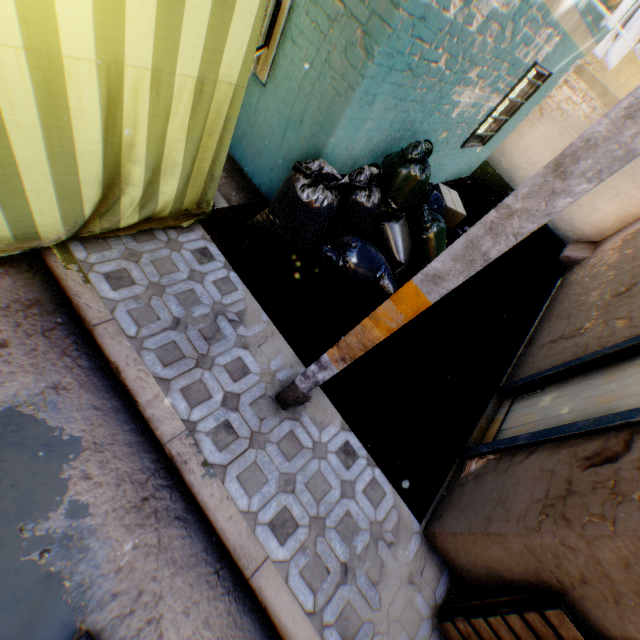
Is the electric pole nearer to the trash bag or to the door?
the trash bag

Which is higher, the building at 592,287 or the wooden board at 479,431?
the building at 592,287

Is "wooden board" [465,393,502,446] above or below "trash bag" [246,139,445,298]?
below

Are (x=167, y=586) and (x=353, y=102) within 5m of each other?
yes

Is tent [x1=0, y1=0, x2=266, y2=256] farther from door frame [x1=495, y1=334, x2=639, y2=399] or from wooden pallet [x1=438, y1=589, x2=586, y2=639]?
wooden pallet [x1=438, y1=589, x2=586, y2=639]

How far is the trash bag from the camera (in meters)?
3.50

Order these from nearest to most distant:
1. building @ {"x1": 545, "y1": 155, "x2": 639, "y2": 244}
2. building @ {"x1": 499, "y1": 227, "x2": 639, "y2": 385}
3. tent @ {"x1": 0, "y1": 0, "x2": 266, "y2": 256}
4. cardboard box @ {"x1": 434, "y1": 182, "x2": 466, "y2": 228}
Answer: tent @ {"x1": 0, "y1": 0, "x2": 266, "y2": 256} → building @ {"x1": 499, "y1": 227, "x2": 639, "y2": 385} → cardboard box @ {"x1": 434, "y1": 182, "x2": 466, "y2": 228} → building @ {"x1": 545, "y1": 155, "x2": 639, "y2": 244}

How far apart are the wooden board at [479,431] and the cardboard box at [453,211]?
3.56m
